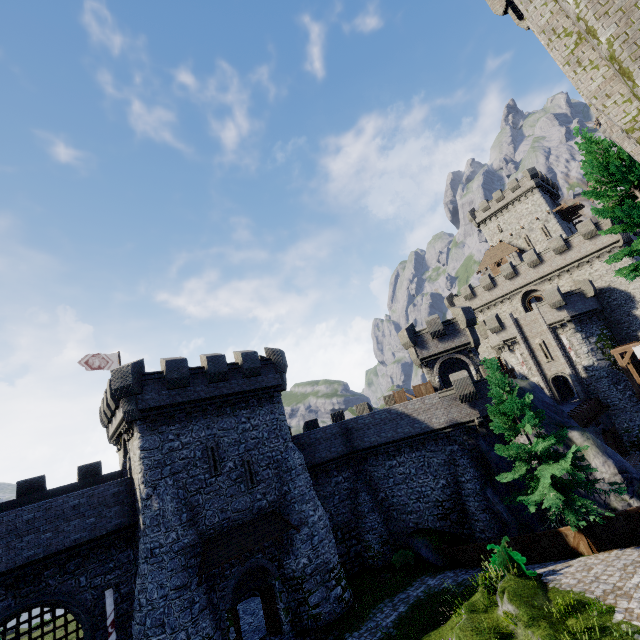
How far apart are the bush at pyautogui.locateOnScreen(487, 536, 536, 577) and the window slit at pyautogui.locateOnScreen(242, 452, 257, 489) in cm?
1312

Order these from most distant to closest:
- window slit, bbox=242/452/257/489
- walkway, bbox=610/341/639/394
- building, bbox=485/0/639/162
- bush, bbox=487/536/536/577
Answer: walkway, bbox=610/341/639/394 → window slit, bbox=242/452/257/489 → bush, bbox=487/536/536/577 → building, bbox=485/0/639/162

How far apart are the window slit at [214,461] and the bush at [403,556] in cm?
1355

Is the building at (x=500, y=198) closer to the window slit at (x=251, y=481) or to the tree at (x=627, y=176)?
the tree at (x=627, y=176)

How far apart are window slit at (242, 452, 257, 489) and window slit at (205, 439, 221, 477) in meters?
1.3 m

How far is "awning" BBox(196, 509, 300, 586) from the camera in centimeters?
1722cm

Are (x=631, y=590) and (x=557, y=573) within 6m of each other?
yes

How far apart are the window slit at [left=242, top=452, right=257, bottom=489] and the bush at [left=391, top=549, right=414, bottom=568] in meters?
11.1
